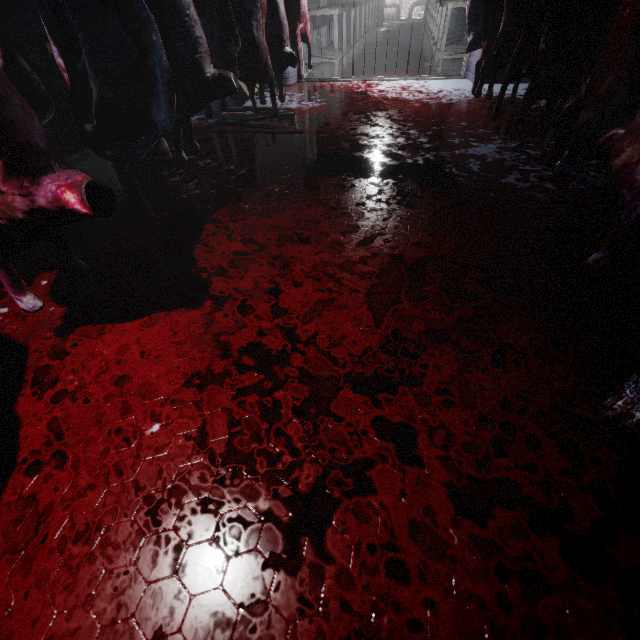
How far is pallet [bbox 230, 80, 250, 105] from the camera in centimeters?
392cm

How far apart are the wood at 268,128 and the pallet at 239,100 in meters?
0.1

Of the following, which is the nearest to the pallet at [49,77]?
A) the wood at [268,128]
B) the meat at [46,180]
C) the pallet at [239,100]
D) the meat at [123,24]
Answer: the pallet at [239,100]

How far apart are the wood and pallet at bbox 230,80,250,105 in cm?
8

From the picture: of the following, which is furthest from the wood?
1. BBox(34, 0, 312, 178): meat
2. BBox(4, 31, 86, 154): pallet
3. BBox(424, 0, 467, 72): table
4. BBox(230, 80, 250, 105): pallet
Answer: BBox(424, 0, 467, 72): table

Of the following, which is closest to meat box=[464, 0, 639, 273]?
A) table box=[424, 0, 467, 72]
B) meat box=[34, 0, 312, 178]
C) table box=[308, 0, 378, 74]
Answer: meat box=[34, 0, 312, 178]

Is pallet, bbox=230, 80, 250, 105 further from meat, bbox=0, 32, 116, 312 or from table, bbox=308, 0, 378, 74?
meat, bbox=0, 32, 116, 312

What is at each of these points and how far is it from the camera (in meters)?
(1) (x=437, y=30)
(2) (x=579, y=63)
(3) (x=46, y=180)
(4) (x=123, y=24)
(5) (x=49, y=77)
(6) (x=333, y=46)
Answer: (1) table, 6.12
(2) meat, 1.84
(3) meat, 0.94
(4) meat, 1.34
(5) pallet, 3.26
(6) table, 6.48
